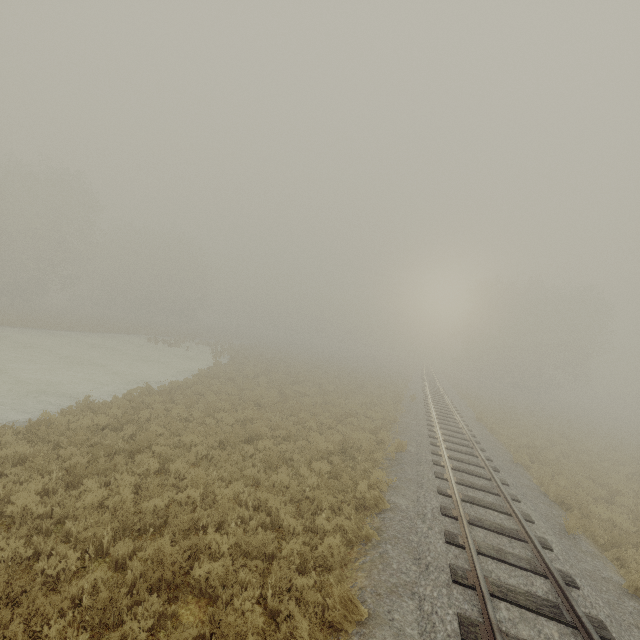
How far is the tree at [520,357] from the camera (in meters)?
42.09

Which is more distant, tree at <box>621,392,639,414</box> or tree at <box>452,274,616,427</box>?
tree at <box>621,392,639,414</box>

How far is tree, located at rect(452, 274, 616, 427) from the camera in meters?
42.1 m

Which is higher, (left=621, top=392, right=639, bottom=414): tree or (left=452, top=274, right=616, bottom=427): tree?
(left=452, top=274, right=616, bottom=427): tree

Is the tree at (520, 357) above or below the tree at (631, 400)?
above

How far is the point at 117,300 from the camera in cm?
5228
